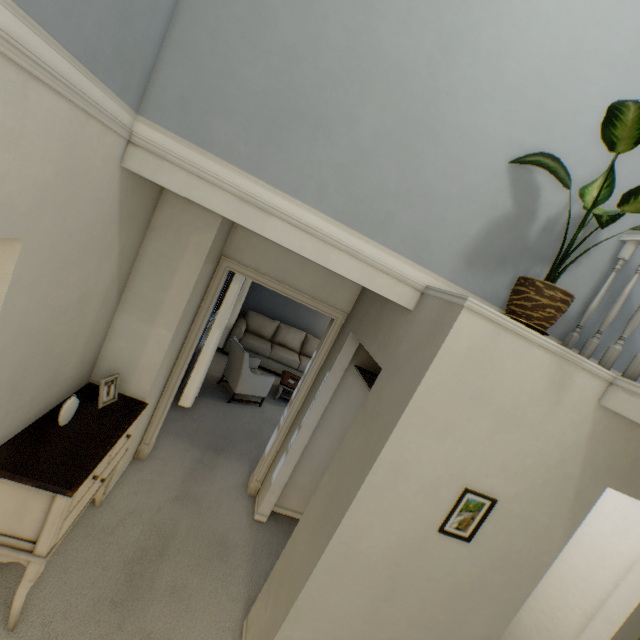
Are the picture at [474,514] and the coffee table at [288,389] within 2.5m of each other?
no

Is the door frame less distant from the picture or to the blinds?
the blinds

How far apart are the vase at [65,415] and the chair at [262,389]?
2.8 meters

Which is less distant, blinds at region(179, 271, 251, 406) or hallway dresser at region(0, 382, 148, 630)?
hallway dresser at region(0, 382, 148, 630)

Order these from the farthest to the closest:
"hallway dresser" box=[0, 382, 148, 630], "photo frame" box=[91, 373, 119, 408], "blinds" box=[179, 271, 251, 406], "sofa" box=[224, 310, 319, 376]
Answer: "sofa" box=[224, 310, 319, 376]
"blinds" box=[179, 271, 251, 406]
"photo frame" box=[91, 373, 119, 408]
"hallway dresser" box=[0, 382, 148, 630]

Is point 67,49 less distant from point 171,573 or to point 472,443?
point 472,443

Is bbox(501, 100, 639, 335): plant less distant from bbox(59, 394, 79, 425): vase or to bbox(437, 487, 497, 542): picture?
bbox(437, 487, 497, 542): picture

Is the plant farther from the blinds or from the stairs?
the blinds
